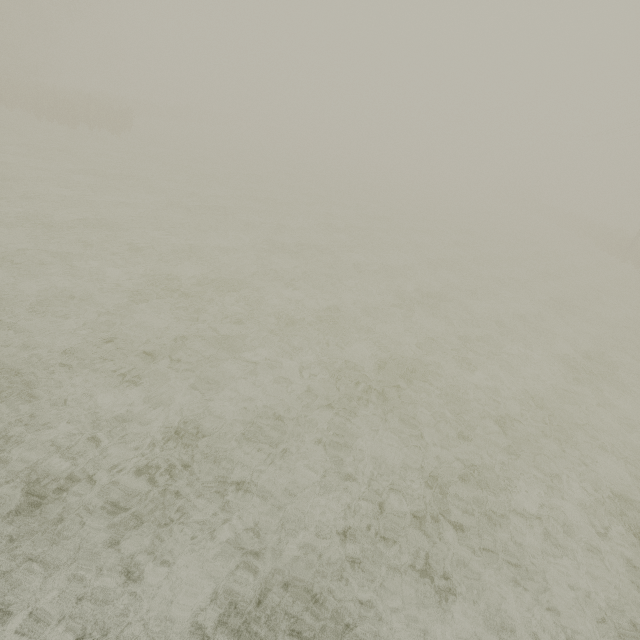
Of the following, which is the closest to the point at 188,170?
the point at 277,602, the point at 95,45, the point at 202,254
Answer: the point at 202,254
